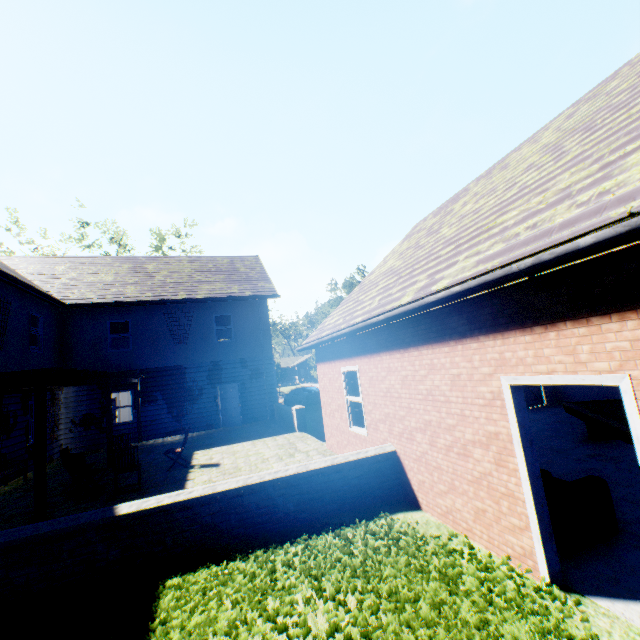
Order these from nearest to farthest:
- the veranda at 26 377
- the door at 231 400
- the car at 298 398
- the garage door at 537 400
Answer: the veranda at 26 377
the garage door at 537 400
the door at 231 400
the car at 298 398

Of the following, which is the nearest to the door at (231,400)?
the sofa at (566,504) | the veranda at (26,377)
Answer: the veranda at (26,377)

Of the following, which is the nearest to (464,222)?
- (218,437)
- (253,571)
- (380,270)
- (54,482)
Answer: (380,270)

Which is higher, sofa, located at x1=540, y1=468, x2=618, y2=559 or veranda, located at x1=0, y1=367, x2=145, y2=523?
veranda, located at x1=0, y1=367, x2=145, y2=523

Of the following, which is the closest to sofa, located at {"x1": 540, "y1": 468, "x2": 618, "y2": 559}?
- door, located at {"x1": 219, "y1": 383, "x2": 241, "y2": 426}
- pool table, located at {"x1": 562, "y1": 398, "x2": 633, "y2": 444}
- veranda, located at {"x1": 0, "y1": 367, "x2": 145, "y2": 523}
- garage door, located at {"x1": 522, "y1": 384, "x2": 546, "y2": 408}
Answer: pool table, located at {"x1": 562, "y1": 398, "x2": 633, "y2": 444}

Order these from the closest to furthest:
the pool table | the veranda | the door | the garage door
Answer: the pool table
the veranda
the garage door
the door

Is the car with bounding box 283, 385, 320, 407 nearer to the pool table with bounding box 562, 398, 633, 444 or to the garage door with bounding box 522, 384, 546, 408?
the garage door with bounding box 522, 384, 546, 408

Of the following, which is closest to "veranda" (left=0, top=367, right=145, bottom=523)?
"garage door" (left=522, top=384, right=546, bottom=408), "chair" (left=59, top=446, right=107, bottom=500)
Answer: "chair" (left=59, top=446, right=107, bottom=500)
